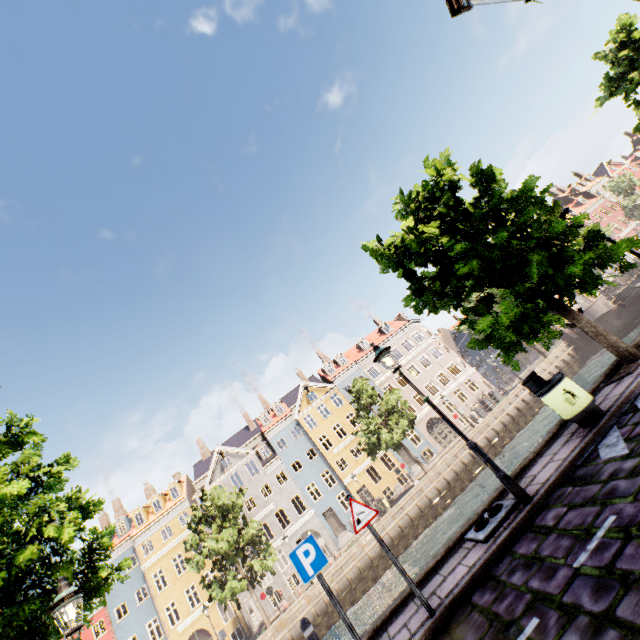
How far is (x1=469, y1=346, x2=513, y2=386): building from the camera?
55.38m

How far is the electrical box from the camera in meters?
7.8 m

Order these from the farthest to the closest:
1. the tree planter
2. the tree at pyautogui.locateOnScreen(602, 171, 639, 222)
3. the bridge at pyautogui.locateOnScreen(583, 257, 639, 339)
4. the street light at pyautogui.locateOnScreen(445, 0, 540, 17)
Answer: the tree at pyautogui.locateOnScreen(602, 171, 639, 222) < the bridge at pyautogui.locateOnScreen(583, 257, 639, 339) < the tree planter < the street light at pyautogui.locateOnScreen(445, 0, 540, 17)

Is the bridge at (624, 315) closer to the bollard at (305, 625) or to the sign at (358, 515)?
the sign at (358, 515)

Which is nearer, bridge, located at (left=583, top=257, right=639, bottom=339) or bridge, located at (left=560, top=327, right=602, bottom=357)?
bridge, located at (left=583, top=257, right=639, bottom=339)

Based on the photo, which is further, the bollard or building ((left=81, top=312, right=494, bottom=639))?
building ((left=81, top=312, right=494, bottom=639))

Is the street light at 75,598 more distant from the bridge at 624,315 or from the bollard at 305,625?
the bridge at 624,315

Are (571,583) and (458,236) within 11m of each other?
yes
